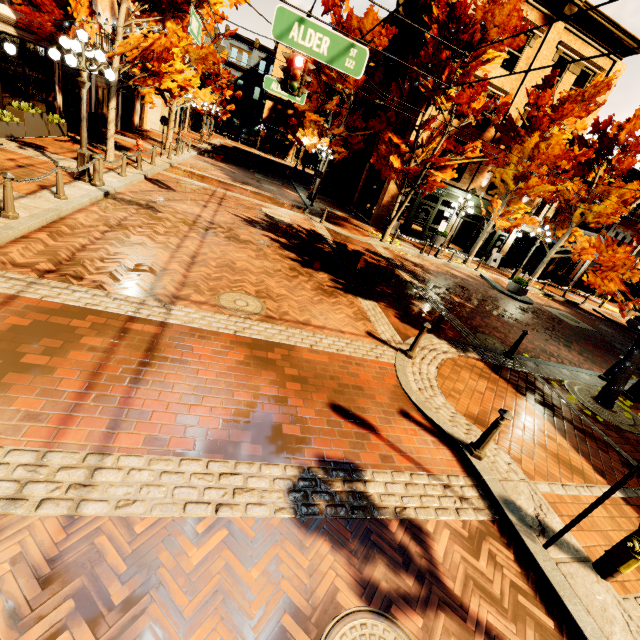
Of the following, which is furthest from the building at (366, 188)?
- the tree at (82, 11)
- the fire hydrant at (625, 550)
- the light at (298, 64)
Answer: the fire hydrant at (625, 550)

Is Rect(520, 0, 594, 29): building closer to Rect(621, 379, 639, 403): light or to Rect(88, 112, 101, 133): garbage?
Rect(621, 379, 639, 403): light

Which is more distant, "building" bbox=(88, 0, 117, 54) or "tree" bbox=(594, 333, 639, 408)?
"building" bbox=(88, 0, 117, 54)

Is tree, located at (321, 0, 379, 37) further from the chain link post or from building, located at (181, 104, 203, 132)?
the chain link post

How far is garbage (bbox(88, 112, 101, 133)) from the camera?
16.8 meters

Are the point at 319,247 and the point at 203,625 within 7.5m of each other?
no

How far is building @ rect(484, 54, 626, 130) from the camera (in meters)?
18.28

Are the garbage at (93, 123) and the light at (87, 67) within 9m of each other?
no
